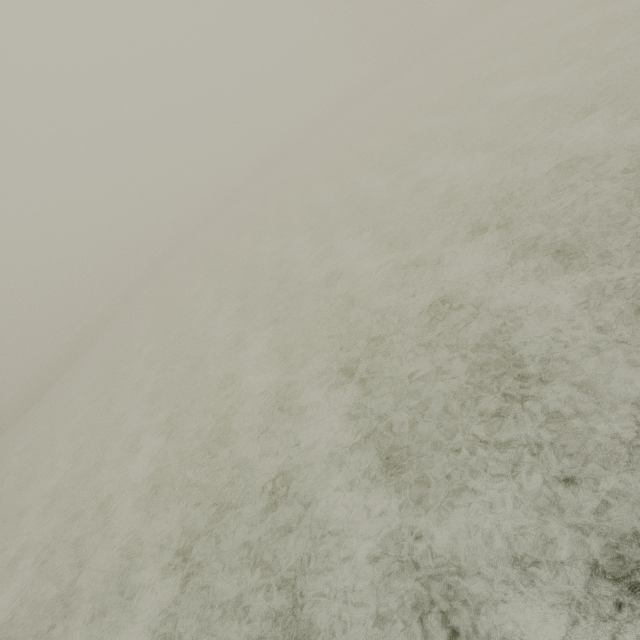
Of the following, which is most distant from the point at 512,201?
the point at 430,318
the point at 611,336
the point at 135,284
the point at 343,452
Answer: the point at 135,284
